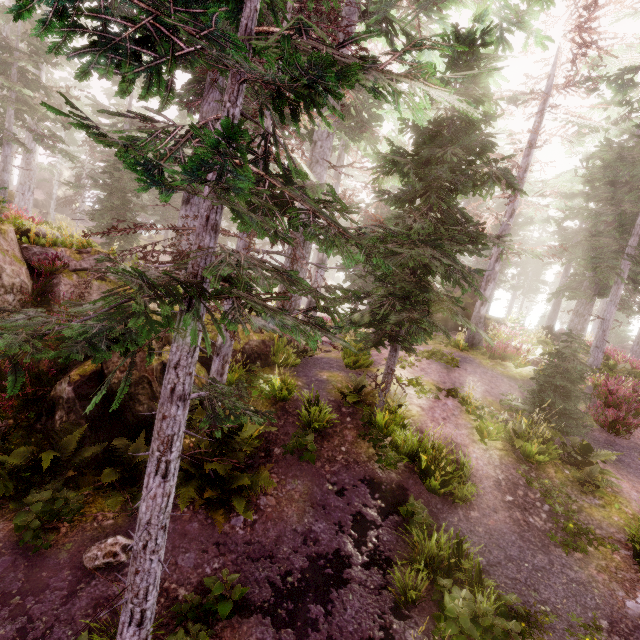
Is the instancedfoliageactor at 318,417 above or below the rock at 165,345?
A: below

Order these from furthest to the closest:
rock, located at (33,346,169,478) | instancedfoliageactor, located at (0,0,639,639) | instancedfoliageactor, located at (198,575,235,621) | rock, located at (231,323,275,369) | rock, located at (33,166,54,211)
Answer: rock, located at (33,166,54,211) < rock, located at (231,323,275,369) < rock, located at (33,346,169,478) < instancedfoliageactor, located at (198,575,235,621) < instancedfoliageactor, located at (0,0,639,639)

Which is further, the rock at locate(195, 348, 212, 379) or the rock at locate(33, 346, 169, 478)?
the rock at locate(195, 348, 212, 379)

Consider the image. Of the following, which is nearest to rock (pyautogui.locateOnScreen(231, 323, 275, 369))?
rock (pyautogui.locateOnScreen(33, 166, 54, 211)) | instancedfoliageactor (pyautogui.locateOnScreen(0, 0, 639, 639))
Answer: instancedfoliageactor (pyautogui.locateOnScreen(0, 0, 639, 639))

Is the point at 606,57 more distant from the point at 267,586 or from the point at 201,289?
the point at 267,586

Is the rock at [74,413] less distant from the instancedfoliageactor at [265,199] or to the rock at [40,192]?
the instancedfoliageactor at [265,199]

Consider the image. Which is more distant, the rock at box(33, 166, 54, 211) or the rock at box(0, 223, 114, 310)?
the rock at box(33, 166, 54, 211)
